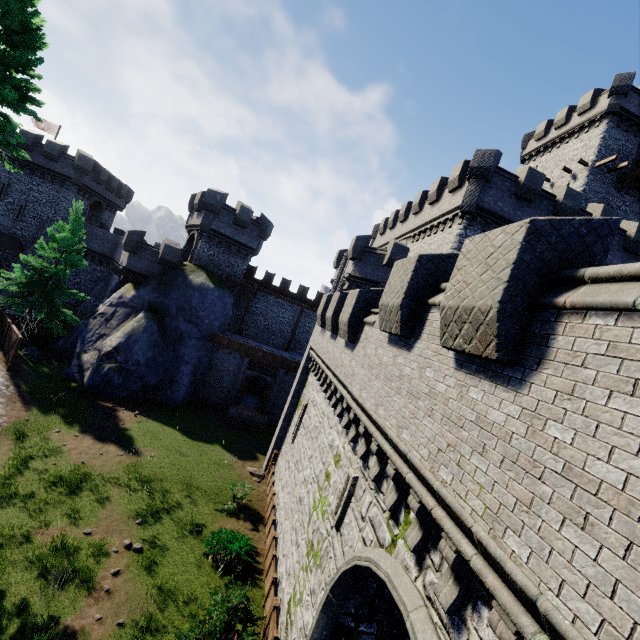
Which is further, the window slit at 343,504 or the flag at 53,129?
the flag at 53,129

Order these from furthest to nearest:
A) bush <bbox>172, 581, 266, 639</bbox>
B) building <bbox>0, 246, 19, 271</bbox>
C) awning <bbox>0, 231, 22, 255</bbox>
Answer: building <bbox>0, 246, 19, 271</bbox> < awning <bbox>0, 231, 22, 255</bbox> < bush <bbox>172, 581, 266, 639</bbox>

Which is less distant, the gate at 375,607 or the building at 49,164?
the gate at 375,607

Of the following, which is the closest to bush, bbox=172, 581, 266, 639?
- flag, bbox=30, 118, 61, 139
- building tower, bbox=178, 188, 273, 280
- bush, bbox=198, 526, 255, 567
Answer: bush, bbox=198, 526, 255, 567

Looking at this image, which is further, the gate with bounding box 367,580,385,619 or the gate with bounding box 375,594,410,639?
the gate with bounding box 367,580,385,619

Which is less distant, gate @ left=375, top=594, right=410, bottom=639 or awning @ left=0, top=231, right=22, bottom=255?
gate @ left=375, top=594, right=410, bottom=639

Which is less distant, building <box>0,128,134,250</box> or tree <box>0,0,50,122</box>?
tree <box>0,0,50,122</box>

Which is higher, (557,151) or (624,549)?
(557,151)
